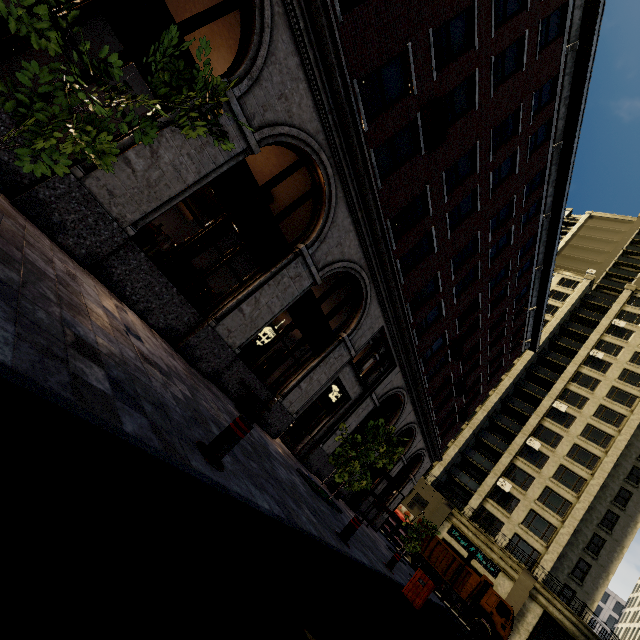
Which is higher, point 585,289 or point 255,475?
point 585,289

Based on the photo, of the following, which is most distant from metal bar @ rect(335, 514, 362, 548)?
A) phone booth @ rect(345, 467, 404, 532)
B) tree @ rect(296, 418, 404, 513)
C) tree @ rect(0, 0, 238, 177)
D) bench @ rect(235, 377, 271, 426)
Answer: phone booth @ rect(345, 467, 404, 532)

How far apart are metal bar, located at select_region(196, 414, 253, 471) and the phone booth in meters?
15.7 m

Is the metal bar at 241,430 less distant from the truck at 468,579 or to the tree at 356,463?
the tree at 356,463

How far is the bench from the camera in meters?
8.9 m

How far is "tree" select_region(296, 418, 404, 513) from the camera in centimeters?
998cm

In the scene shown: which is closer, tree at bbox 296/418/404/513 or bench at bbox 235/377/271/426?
bench at bbox 235/377/271/426

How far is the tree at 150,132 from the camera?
3.9 meters
